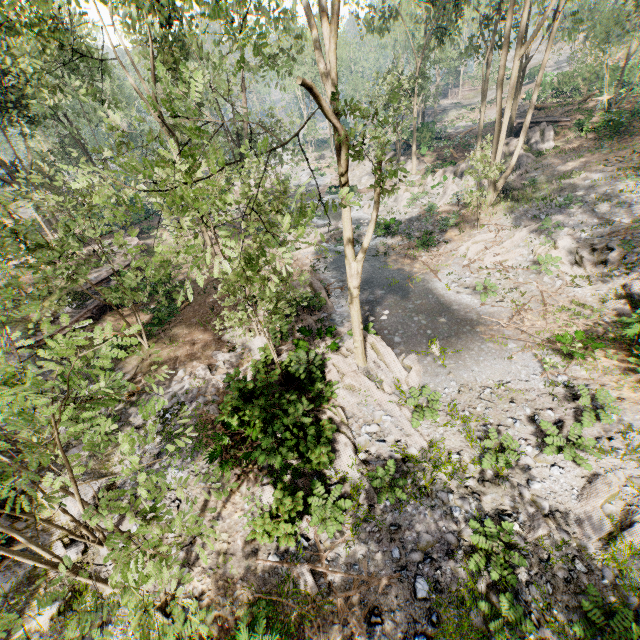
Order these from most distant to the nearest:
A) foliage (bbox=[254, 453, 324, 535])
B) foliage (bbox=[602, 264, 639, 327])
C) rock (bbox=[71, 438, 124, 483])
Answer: foliage (bbox=[602, 264, 639, 327]) < rock (bbox=[71, 438, 124, 483]) < foliage (bbox=[254, 453, 324, 535])

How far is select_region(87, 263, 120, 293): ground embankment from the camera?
21.0m

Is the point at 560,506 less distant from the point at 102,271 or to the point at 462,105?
the point at 102,271

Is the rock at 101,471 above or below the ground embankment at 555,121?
below

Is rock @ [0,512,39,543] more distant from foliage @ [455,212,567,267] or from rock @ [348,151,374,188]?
rock @ [348,151,374,188]

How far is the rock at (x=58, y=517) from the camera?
9.7 meters

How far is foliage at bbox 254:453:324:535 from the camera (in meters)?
8.41

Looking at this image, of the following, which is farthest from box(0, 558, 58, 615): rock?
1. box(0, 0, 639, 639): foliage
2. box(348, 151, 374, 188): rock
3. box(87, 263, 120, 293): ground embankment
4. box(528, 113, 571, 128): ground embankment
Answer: box(528, 113, 571, 128): ground embankment
